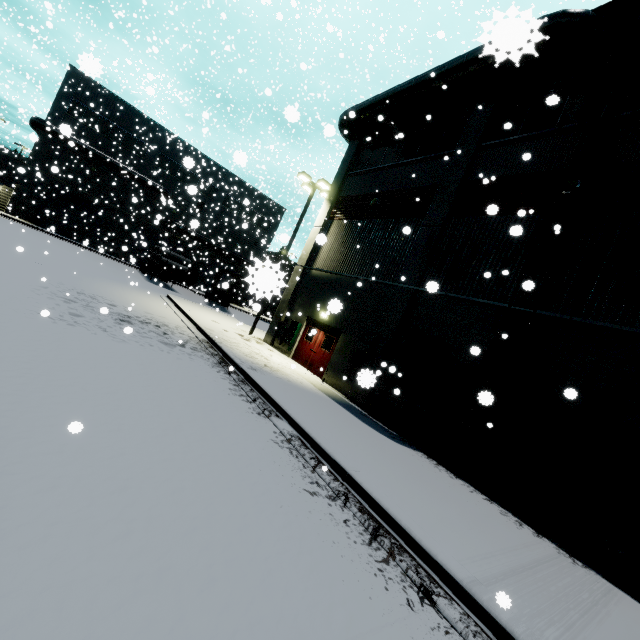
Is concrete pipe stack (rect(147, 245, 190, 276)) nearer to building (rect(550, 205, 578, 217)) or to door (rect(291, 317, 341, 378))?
building (rect(550, 205, 578, 217))

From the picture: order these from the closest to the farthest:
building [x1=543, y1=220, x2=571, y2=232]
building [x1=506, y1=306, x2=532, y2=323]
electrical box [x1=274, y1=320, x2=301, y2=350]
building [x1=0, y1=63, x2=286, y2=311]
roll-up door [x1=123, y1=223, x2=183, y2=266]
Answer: building [x1=543, y1=220, x2=571, y2=232] → building [x1=506, y1=306, x2=532, y2=323] → electrical box [x1=274, y1=320, x2=301, y2=350] → building [x1=0, y1=63, x2=286, y2=311] → roll-up door [x1=123, y1=223, x2=183, y2=266]

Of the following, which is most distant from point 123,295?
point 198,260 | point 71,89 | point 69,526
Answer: point 71,89

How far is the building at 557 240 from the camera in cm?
886

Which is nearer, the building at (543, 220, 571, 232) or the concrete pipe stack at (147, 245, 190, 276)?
the building at (543, 220, 571, 232)

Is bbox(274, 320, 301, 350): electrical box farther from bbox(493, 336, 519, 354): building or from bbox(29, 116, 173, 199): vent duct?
bbox(29, 116, 173, 199): vent duct

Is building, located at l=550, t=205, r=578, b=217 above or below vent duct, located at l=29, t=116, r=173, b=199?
below

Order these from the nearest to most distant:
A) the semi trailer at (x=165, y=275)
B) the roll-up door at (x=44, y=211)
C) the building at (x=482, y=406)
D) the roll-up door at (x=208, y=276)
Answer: the building at (x=482, y=406)
the semi trailer at (x=165, y=275)
the roll-up door at (x=44, y=211)
the roll-up door at (x=208, y=276)
